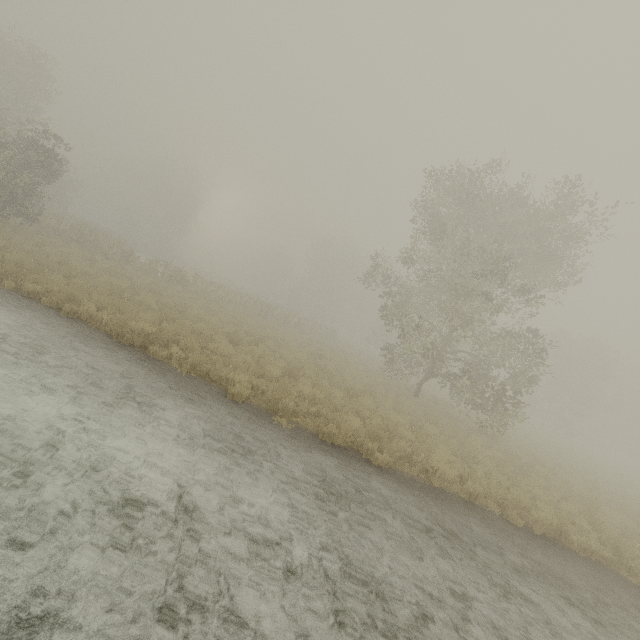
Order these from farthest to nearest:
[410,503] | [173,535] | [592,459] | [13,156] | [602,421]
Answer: [602,421]
[592,459]
[13,156]
[410,503]
[173,535]
